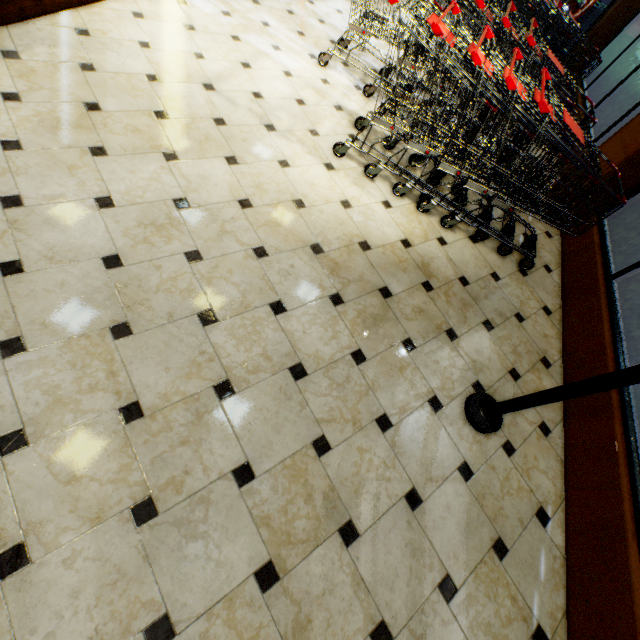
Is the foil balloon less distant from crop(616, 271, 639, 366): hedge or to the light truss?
the light truss

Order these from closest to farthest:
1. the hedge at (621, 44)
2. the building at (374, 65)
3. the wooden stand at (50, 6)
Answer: the wooden stand at (50, 6) < the building at (374, 65) < the hedge at (621, 44)

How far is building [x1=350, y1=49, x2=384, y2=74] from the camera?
4.1 meters

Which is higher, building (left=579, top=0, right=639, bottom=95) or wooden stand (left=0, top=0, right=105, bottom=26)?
building (left=579, top=0, right=639, bottom=95)

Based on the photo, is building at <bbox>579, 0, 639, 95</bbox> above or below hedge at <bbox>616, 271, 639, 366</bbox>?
above

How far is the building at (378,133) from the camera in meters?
3.3

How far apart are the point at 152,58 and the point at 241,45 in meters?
1.0
